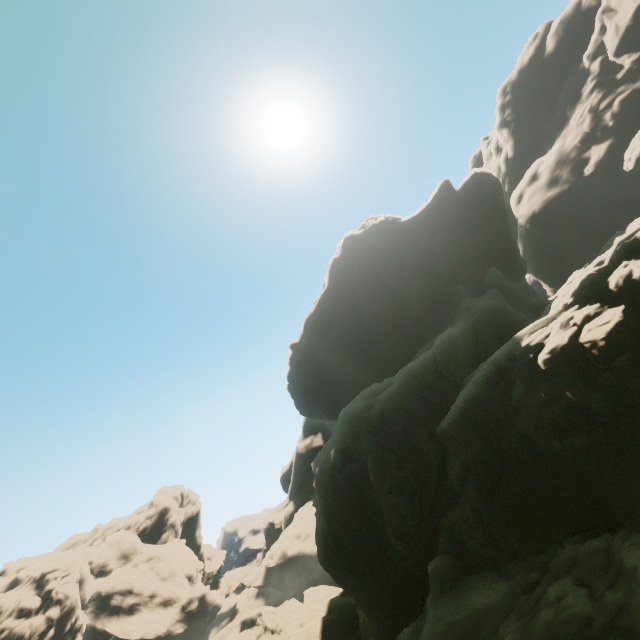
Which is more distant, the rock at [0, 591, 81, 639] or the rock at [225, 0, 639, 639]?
the rock at [0, 591, 81, 639]

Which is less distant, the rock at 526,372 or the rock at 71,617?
the rock at 526,372

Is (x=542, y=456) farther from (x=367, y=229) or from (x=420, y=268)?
(x=367, y=229)
